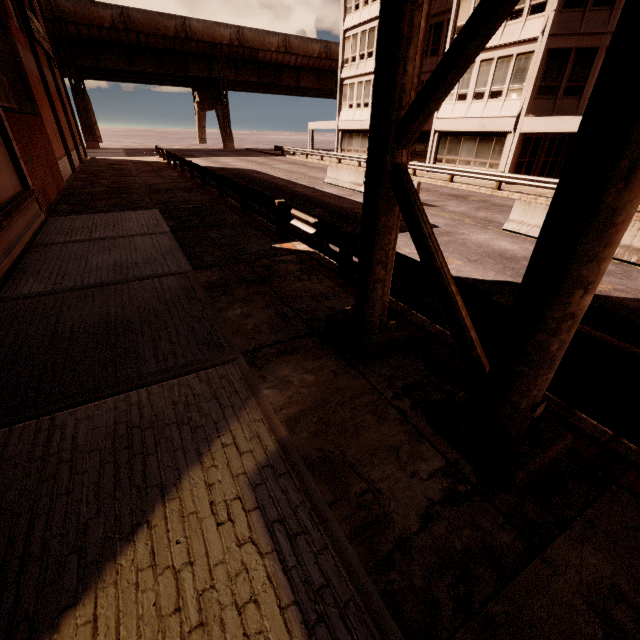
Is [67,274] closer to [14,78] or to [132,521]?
[132,521]

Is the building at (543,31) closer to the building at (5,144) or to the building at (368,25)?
the building at (368,25)

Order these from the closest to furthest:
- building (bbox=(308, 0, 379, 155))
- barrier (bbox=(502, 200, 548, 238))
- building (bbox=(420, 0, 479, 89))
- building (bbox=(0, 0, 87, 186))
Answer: barrier (bbox=(502, 200, 548, 238))
building (bbox=(0, 0, 87, 186))
building (bbox=(420, 0, 479, 89))
building (bbox=(308, 0, 379, 155))

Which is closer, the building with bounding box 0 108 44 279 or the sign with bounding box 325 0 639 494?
the sign with bounding box 325 0 639 494

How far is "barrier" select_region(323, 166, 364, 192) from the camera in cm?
1780

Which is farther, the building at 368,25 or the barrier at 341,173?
the building at 368,25

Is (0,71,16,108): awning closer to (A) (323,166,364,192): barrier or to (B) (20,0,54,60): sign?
(A) (323,166,364,192): barrier

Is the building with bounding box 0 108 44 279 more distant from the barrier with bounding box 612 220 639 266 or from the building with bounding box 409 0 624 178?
the building with bounding box 409 0 624 178
